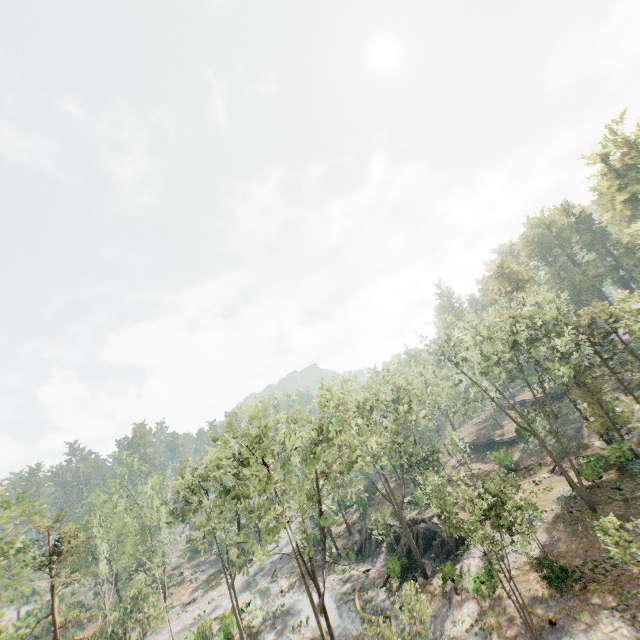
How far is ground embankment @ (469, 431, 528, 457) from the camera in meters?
48.6

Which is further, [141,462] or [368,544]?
[141,462]

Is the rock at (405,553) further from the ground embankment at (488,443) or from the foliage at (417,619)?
the ground embankment at (488,443)

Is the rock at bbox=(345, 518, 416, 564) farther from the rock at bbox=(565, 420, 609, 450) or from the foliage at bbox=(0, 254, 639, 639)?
the rock at bbox=(565, 420, 609, 450)

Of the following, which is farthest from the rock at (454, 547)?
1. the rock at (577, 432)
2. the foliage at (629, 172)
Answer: the rock at (577, 432)

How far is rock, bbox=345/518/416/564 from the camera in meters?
33.7 m

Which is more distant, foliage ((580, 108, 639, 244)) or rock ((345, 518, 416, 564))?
foliage ((580, 108, 639, 244))

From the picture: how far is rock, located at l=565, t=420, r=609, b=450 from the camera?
35.66m
